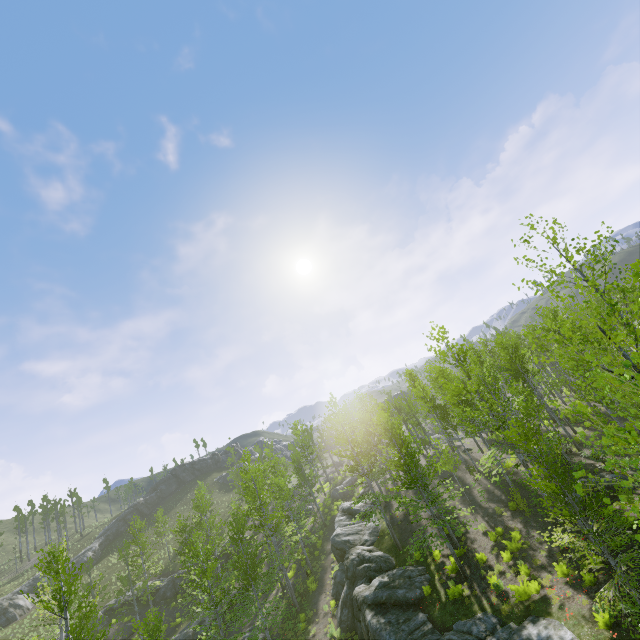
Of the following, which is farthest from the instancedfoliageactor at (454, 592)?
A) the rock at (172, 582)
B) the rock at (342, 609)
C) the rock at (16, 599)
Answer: the rock at (172, 582)

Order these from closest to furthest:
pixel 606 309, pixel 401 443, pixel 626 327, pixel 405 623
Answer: pixel 626 327 → pixel 405 623 → pixel 606 309 → pixel 401 443

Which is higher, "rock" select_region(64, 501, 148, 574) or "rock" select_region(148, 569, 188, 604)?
"rock" select_region(64, 501, 148, 574)

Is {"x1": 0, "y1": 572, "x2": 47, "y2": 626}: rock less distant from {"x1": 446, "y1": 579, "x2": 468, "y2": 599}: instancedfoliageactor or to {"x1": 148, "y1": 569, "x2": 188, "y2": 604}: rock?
{"x1": 148, "y1": 569, "x2": 188, "y2": 604}: rock

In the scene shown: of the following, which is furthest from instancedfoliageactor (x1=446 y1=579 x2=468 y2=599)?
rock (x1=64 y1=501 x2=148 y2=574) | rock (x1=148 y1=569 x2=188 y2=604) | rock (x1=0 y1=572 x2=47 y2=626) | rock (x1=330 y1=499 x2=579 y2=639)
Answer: rock (x1=64 y1=501 x2=148 y2=574)

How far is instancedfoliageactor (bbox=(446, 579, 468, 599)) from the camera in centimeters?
1547cm

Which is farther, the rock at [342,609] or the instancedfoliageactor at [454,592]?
the instancedfoliageactor at [454,592]
